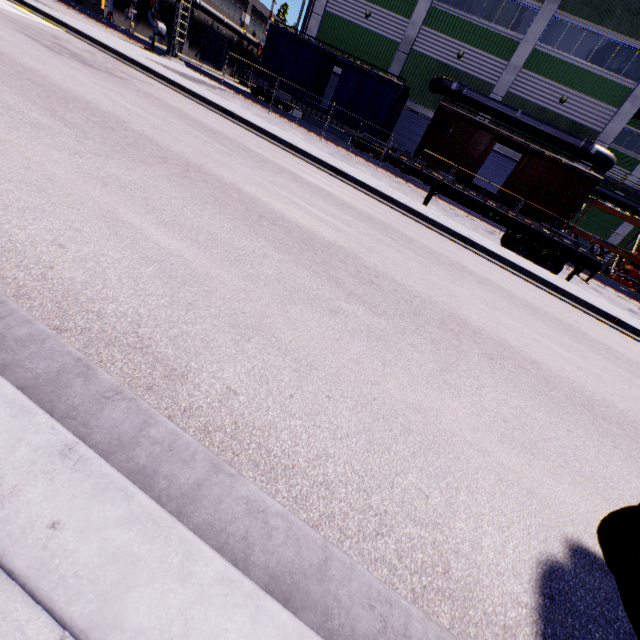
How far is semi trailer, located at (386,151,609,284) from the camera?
→ 13.1m

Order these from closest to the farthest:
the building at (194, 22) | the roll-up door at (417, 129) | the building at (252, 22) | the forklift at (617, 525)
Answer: the forklift at (617, 525) < the roll-up door at (417, 129) < the building at (194, 22) < the building at (252, 22)

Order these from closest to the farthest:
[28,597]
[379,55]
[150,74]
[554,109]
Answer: [28,597], [150,74], [554,109], [379,55]

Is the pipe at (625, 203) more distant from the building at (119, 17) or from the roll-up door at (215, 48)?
the roll-up door at (215, 48)

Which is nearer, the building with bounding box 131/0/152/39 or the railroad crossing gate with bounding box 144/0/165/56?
the railroad crossing gate with bounding box 144/0/165/56

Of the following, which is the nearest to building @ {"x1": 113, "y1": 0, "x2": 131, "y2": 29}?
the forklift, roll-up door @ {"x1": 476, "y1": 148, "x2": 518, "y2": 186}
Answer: roll-up door @ {"x1": 476, "y1": 148, "x2": 518, "y2": 186}

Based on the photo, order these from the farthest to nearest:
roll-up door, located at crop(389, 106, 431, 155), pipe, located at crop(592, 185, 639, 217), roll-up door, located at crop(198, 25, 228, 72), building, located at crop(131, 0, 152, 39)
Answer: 1. roll-up door, located at crop(198, 25, 228, 72)
2. building, located at crop(131, 0, 152, 39)
3. pipe, located at crop(592, 185, 639, 217)
4. roll-up door, located at crop(389, 106, 431, 155)

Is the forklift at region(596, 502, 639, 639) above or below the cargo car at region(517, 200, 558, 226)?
below
